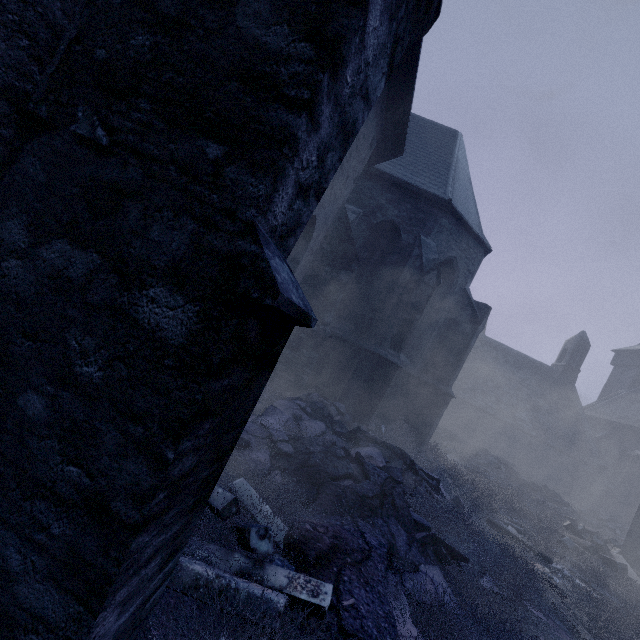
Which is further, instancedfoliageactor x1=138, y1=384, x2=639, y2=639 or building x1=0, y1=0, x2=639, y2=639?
instancedfoliageactor x1=138, y1=384, x2=639, y2=639

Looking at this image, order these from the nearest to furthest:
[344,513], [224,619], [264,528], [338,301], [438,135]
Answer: [224,619], [264,528], [344,513], [338,301], [438,135]

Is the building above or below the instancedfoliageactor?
above

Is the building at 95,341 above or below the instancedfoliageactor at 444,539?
above

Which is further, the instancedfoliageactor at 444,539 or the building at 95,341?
the instancedfoliageactor at 444,539
